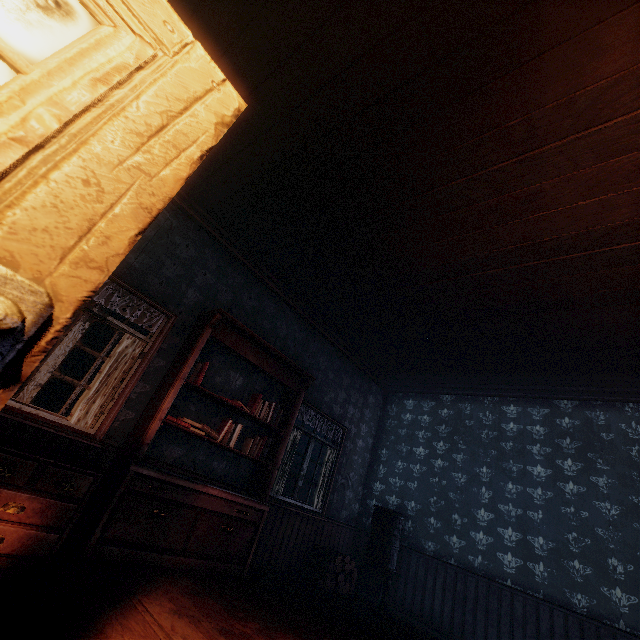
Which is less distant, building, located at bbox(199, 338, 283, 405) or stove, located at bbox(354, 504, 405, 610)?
building, located at bbox(199, 338, 283, 405)

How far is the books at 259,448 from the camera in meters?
4.5 m

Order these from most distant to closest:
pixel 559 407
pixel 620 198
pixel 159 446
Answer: pixel 559 407, pixel 159 446, pixel 620 198

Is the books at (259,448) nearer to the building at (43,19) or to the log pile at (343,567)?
the building at (43,19)

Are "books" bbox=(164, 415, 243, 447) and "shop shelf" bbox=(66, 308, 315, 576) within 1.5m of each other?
yes

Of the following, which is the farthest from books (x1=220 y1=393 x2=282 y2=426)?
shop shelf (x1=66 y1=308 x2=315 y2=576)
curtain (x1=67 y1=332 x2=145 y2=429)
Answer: curtain (x1=67 y1=332 x2=145 y2=429)

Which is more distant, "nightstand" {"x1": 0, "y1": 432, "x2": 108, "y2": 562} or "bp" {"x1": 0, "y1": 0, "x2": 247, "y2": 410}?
"nightstand" {"x1": 0, "y1": 432, "x2": 108, "y2": 562}

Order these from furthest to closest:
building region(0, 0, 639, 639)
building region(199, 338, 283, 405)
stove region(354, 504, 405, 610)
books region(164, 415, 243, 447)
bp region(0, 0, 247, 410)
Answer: stove region(354, 504, 405, 610), building region(199, 338, 283, 405), books region(164, 415, 243, 447), building region(0, 0, 639, 639), bp region(0, 0, 247, 410)
